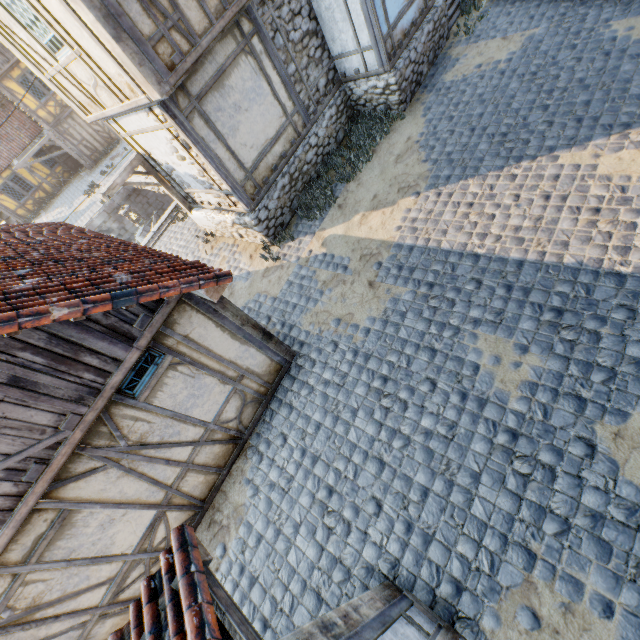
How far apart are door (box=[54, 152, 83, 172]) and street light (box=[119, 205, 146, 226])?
21.5m

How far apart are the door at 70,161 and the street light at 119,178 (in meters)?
21.55

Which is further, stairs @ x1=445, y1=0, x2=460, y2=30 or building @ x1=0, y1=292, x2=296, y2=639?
stairs @ x1=445, y1=0, x2=460, y2=30

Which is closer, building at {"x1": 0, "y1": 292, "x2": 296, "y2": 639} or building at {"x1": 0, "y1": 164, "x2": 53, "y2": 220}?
building at {"x1": 0, "y1": 292, "x2": 296, "y2": 639}

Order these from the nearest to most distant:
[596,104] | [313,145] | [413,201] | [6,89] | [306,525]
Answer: [306,525]
[596,104]
[413,201]
[313,145]
[6,89]

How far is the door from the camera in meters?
23.6

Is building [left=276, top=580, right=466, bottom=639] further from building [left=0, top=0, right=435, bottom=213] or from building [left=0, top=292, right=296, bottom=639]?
building [left=0, top=0, right=435, bottom=213]

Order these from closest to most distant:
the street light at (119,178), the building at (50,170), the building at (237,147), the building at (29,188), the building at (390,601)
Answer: the building at (390,601) → the building at (237,147) → the street light at (119,178) → the building at (29,188) → the building at (50,170)
